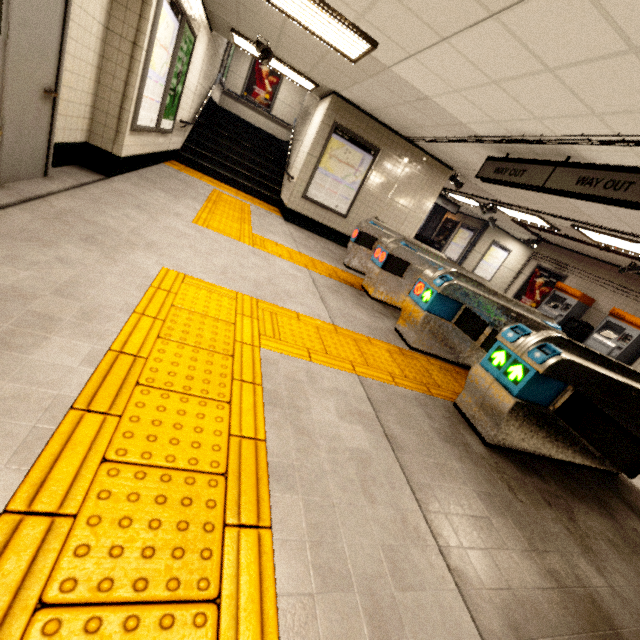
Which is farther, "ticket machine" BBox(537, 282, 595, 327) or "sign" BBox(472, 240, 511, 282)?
"sign" BBox(472, 240, 511, 282)

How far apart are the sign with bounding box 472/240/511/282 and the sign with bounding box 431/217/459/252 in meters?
2.0 m

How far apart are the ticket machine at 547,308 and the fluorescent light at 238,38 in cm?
908

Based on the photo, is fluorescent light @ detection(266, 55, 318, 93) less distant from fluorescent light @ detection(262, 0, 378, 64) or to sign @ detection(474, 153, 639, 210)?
fluorescent light @ detection(262, 0, 378, 64)

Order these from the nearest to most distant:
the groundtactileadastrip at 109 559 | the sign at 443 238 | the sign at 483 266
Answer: the groundtactileadastrip at 109 559 → the sign at 483 266 → the sign at 443 238

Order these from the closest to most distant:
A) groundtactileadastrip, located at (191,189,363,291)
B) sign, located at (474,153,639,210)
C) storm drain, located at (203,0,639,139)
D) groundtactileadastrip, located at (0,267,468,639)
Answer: groundtactileadastrip, located at (0,267,468,639) < storm drain, located at (203,0,639,139) < sign, located at (474,153,639,210) < groundtactileadastrip, located at (191,189,363,291)

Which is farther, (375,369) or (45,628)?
(375,369)

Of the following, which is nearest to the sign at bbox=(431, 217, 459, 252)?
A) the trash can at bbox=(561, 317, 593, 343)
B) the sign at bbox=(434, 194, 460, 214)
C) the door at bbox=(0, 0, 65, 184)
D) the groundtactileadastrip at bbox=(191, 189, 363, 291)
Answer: the groundtactileadastrip at bbox=(191, 189, 363, 291)
